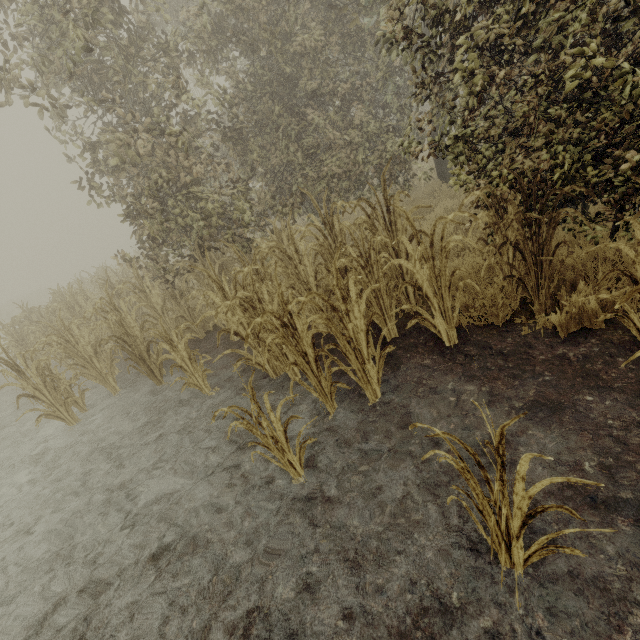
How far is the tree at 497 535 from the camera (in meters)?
1.29

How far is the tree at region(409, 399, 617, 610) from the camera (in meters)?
1.29

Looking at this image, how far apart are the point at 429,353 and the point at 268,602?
2.76m
